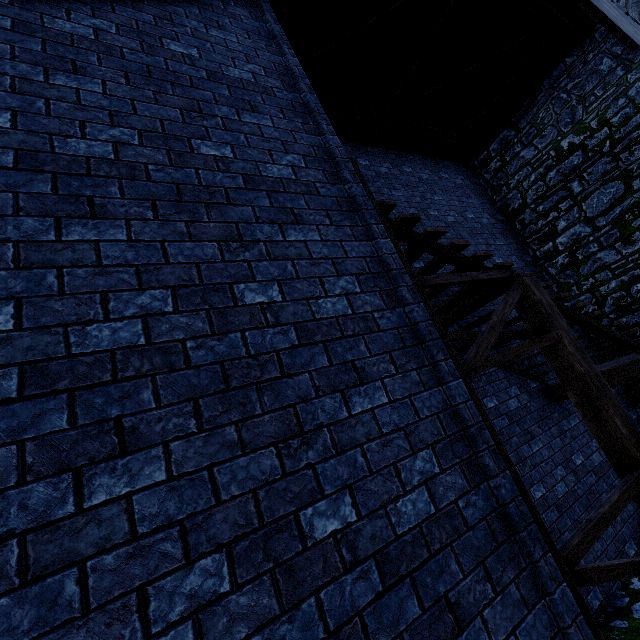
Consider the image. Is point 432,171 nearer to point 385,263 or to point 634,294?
point 634,294

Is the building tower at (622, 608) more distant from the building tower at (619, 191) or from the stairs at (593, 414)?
the building tower at (619, 191)

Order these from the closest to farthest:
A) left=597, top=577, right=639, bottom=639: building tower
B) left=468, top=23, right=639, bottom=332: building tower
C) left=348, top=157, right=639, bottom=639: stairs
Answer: left=348, top=157, right=639, bottom=639: stairs → left=597, top=577, right=639, bottom=639: building tower → left=468, top=23, right=639, bottom=332: building tower

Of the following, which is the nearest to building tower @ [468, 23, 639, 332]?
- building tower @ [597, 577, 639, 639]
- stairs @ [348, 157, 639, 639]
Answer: stairs @ [348, 157, 639, 639]

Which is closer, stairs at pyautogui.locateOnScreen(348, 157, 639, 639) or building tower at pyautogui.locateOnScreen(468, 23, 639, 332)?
stairs at pyautogui.locateOnScreen(348, 157, 639, 639)

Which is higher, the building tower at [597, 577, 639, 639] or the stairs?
the stairs

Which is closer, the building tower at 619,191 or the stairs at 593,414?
the stairs at 593,414
